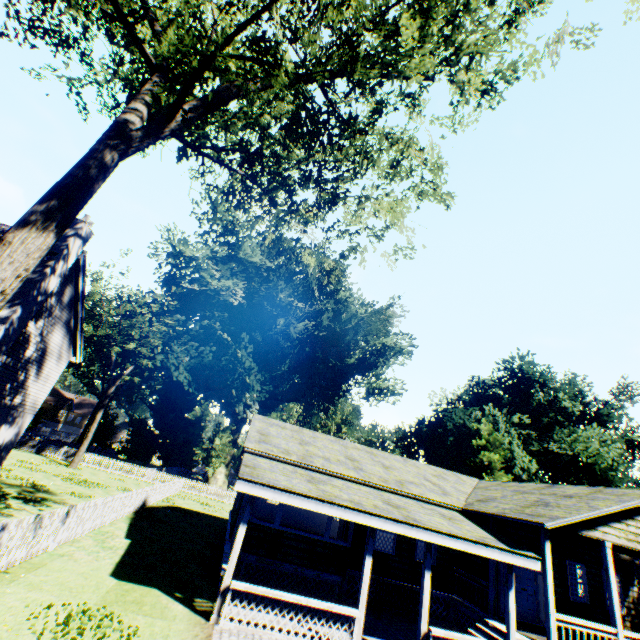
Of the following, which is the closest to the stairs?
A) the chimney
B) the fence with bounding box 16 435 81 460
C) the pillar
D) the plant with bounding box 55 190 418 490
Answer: the pillar

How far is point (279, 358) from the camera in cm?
4291

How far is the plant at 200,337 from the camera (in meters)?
34.47

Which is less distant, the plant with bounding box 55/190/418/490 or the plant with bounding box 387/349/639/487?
the plant with bounding box 55/190/418/490

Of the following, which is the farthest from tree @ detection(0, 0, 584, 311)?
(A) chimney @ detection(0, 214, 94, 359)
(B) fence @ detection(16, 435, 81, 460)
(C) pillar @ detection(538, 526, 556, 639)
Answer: (C) pillar @ detection(538, 526, 556, 639)

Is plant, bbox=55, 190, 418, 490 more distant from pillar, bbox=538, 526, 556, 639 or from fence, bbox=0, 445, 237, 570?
pillar, bbox=538, 526, 556, 639

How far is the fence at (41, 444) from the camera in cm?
3262

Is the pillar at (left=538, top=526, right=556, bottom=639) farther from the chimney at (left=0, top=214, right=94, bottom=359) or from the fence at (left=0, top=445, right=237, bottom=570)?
Answer: the chimney at (left=0, top=214, right=94, bottom=359)
